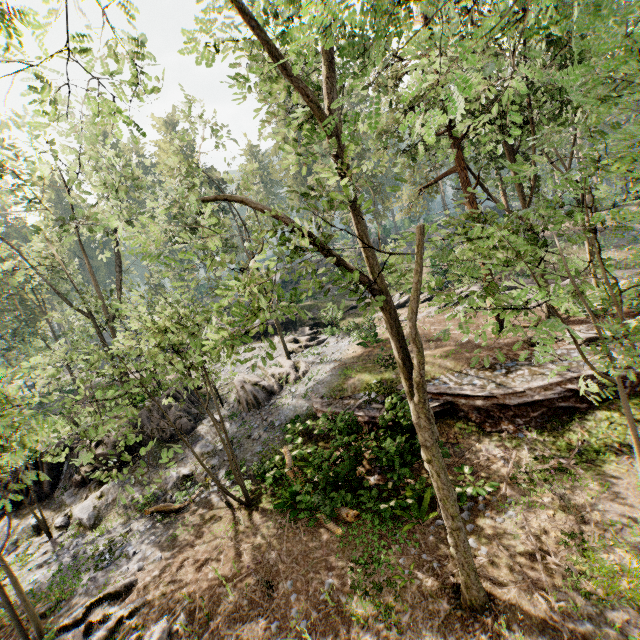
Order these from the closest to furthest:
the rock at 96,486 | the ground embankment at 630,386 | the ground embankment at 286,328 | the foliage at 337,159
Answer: the foliage at 337,159 → the ground embankment at 630,386 → the rock at 96,486 → the ground embankment at 286,328

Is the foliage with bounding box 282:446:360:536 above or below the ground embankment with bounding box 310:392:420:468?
below

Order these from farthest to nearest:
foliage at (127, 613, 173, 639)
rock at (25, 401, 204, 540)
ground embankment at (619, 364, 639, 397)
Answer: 1. rock at (25, 401, 204, 540)
2. ground embankment at (619, 364, 639, 397)
3. foliage at (127, 613, 173, 639)

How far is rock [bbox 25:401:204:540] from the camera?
15.0 meters

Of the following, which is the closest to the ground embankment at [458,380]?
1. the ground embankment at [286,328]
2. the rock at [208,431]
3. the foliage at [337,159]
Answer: the foliage at [337,159]

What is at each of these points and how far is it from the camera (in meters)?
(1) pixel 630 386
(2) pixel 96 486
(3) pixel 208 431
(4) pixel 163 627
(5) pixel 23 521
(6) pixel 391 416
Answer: (1) ground embankment, 12.30
(2) rock, 16.52
(3) rock, 18.84
(4) foliage, 8.83
(5) rock, 16.20
(6) ground embankment, 13.08

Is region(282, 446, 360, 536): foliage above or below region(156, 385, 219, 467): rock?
below

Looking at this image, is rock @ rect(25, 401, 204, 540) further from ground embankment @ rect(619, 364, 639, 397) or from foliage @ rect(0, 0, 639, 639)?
ground embankment @ rect(619, 364, 639, 397)
